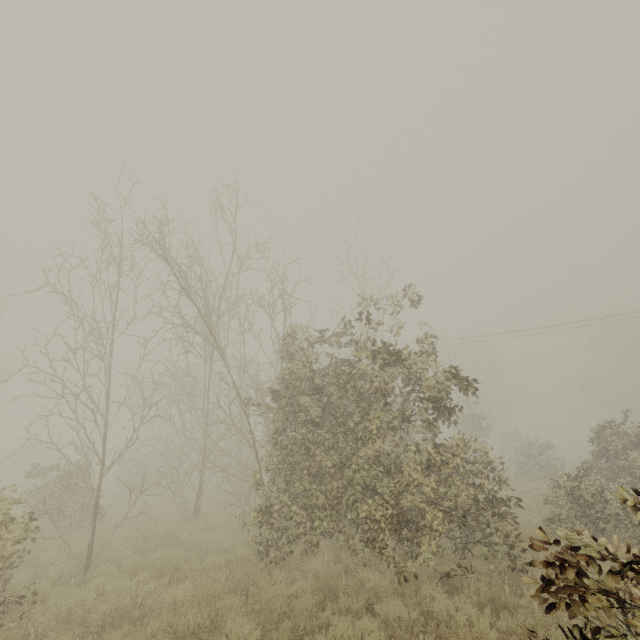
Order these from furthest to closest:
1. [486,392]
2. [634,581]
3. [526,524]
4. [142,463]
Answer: [486,392]
[142,463]
[526,524]
[634,581]
